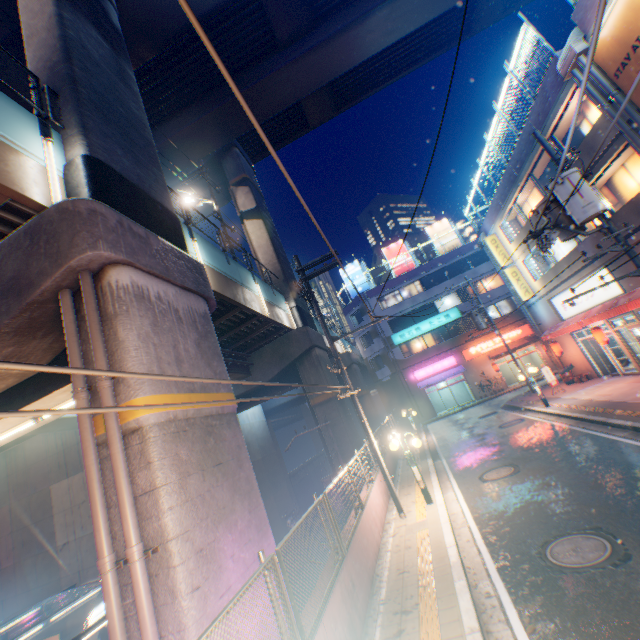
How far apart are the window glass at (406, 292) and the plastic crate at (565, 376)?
17.2m

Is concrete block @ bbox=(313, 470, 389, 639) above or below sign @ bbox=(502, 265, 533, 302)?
below

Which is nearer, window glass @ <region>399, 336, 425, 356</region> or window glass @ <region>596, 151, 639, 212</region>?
window glass @ <region>596, 151, 639, 212</region>

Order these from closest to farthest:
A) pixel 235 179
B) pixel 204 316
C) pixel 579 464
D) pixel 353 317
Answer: pixel 204 316, pixel 579 464, pixel 235 179, pixel 353 317

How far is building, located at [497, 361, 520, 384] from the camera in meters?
35.2

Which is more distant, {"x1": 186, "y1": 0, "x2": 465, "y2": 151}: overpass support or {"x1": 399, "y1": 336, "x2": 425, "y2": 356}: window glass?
{"x1": 399, "y1": 336, "x2": 425, "y2": 356}: window glass

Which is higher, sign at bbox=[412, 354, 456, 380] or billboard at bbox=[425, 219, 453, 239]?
billboard at bbox=[425, 219, 453, 239]

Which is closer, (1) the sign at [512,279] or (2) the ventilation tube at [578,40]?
(2) the ventilation tube at [578,40]
